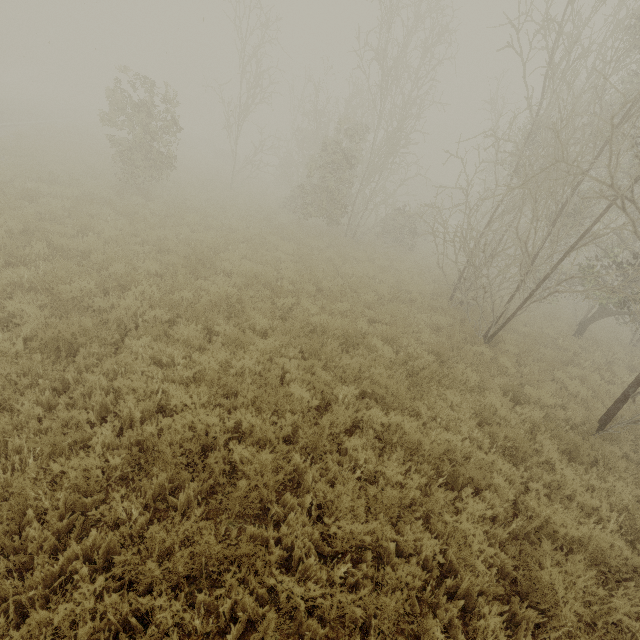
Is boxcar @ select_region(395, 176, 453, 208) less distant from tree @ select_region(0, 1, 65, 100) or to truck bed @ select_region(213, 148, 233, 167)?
truck bed @ select_region(213, 148, 233, 167)

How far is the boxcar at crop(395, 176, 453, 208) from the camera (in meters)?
46.19

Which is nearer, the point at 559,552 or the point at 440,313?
the point at 559,552

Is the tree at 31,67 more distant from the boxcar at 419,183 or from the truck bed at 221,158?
the boxcar at 419,183

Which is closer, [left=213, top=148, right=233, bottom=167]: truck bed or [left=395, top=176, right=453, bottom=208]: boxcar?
[left=213, top=148, right=233, bottom=167]: truck bed
